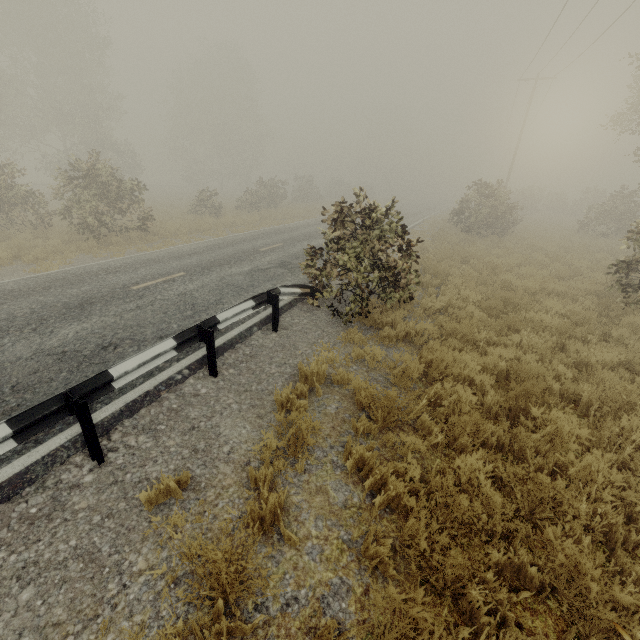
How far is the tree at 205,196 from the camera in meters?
27.7

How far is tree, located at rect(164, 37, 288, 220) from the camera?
27.73m

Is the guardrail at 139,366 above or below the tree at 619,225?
below

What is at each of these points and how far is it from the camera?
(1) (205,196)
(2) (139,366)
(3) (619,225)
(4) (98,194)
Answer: (1) tree, 22.2 meters
(2) guardrail, 4.2 meters
(3) tree, 22.8 meters
(4) tree, 13.8 meters

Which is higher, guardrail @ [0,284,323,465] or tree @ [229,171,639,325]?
tree @ [229,171,639,325]

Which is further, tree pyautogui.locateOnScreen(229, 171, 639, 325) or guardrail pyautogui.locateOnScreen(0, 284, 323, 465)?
tree pyautogui.locateOnScreen(229, 171, 639, 325)
